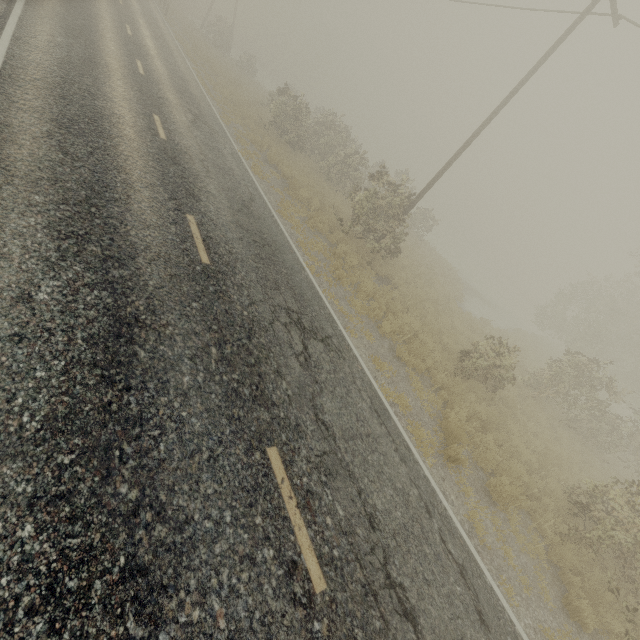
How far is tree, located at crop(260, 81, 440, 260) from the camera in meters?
14.4

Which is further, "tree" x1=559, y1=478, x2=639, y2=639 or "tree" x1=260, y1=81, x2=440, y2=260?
"tree" x1=260, y1=81, x2=440, y2=260

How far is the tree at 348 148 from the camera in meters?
14.4 m

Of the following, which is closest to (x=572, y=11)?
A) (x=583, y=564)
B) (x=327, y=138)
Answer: (x=327, y=138)

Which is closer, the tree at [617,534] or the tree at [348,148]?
the tree at [617,534]
